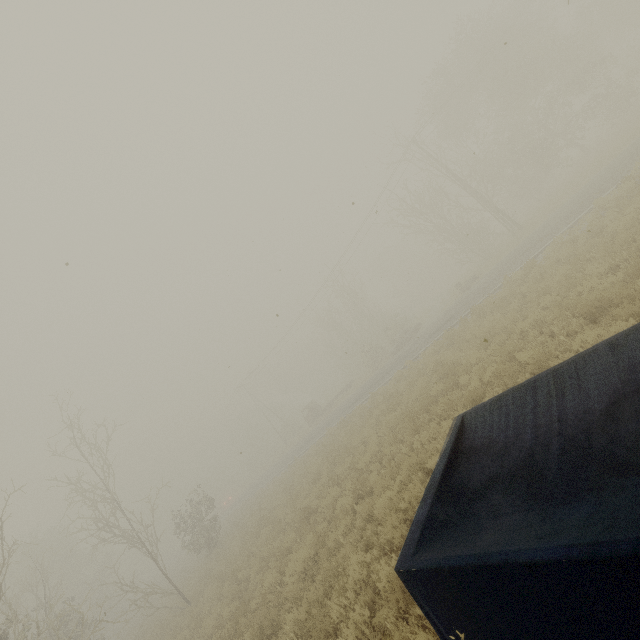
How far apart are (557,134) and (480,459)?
A: 35.58m

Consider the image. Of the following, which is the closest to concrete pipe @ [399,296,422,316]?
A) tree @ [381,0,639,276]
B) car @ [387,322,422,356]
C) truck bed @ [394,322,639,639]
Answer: car @ [387,322,422,356]

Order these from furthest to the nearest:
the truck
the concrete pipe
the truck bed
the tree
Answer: the concrete pipe < the truck < the tree < the truck bed

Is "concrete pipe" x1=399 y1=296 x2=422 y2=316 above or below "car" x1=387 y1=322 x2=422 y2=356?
above

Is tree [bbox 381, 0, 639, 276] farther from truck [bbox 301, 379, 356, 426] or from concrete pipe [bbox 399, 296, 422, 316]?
concrete pipe [bbox 399, 296, 422, 316]

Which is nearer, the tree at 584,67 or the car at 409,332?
the tree at 584,67

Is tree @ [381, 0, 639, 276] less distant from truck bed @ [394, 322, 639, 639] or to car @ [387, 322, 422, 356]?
car @ [387, 322, 422, 356]

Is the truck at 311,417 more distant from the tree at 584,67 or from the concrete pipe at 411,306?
the tree at 584,67
